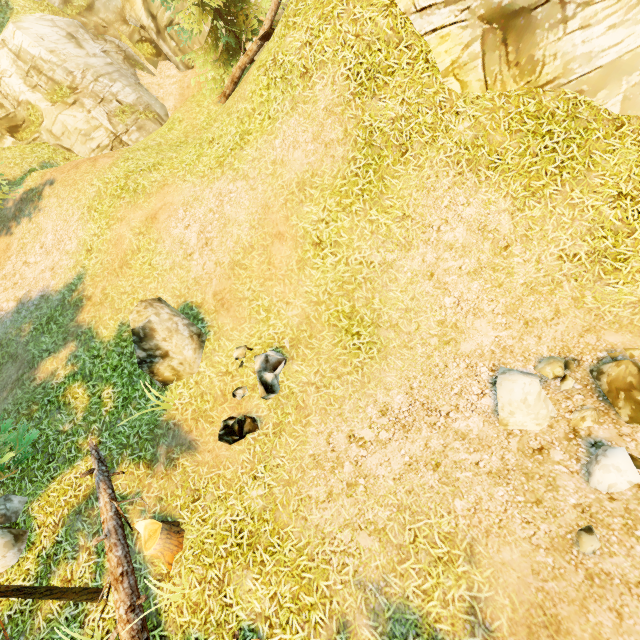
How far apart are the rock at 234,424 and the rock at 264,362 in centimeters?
39cm

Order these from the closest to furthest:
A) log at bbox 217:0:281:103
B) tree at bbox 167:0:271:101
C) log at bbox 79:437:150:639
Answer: log at bbox 79:437:150:639 < log at bbox 217:0:281:103 < tree at bbox 167:0:271:101

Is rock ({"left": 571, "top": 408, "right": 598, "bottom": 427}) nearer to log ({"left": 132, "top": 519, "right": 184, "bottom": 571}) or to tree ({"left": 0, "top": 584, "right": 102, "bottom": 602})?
log ({"left": 132, "top": 519, "right": 184, "bottom": 571})

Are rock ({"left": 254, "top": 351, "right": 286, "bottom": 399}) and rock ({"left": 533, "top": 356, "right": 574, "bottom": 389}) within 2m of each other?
no

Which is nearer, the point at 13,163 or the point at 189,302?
the point at 189,302

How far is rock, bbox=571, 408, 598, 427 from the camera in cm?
471

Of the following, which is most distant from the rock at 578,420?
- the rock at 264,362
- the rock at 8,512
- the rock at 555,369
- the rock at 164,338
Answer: the rock at 8,512

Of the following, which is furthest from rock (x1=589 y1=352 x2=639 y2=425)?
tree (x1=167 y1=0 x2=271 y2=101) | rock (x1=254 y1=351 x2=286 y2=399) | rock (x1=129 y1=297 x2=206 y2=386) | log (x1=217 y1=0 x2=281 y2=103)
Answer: log (x1=217 y1=0 x2=281 y2=103)
